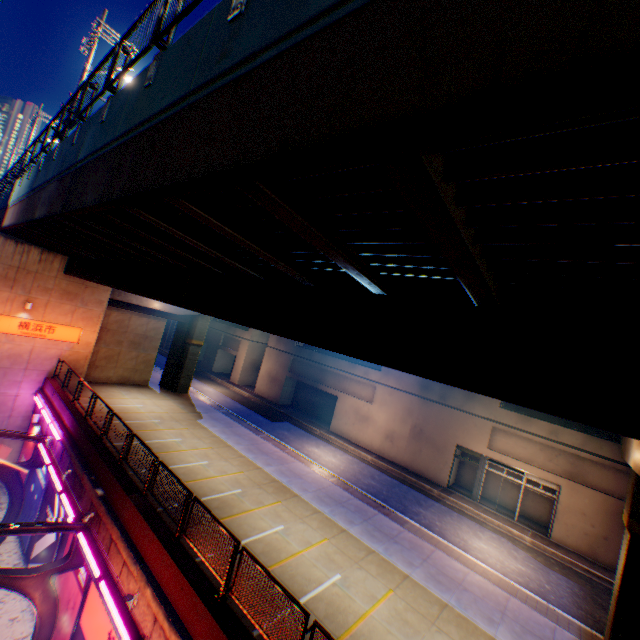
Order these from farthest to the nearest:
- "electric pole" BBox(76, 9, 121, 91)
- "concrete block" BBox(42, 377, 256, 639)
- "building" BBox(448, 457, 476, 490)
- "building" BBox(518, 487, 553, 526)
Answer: "building" BBox(448, 457, 476, 490) → "building" BBox(518, 487, 553, 526) → "electric pole" BBox(76, 9, 121, 91) → "concrete block" BBox(42, 377, 256, 639)

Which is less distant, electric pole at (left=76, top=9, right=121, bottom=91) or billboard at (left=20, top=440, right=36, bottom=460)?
electric pole at (left=76, top=9, right=121, bottom=91)

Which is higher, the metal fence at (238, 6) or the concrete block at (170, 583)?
the metal fence at (238, 6)

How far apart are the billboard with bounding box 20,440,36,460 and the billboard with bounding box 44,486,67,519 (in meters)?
4.50

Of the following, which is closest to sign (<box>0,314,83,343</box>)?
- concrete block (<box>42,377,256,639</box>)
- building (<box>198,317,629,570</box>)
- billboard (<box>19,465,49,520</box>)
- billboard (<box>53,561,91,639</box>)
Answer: concrete block (<box>42,377,256,639</box>)

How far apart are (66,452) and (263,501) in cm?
991

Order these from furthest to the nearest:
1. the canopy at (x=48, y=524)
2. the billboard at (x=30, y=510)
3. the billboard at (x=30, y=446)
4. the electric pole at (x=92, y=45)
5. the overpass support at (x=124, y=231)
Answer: the billboard at (x=30, y=446) → the billboard at (x=30, y=510) → the electric pole at (x=92, y=45) → the canopy at (x=48, y=524) → the overpass support at (x=124, y=231)

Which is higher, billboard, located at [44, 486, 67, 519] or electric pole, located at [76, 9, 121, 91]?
electric pole, located at [76, 9, 121, 91]
